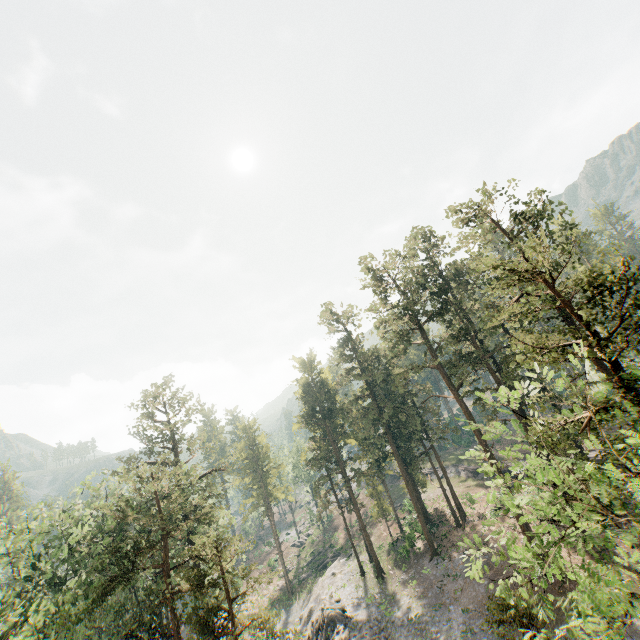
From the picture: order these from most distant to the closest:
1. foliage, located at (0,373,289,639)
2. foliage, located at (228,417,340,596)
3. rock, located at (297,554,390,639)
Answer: foliage, located at (228,417,340,596), rock, located at (297,554,390,639), foliage, located at (0,373,289,639)

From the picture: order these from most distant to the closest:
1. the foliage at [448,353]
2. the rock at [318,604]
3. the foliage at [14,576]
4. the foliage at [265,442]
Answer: the foliage at [265,442] → the rock at [318,604] → the foliage at [14,576] → the foliage at [448,353]

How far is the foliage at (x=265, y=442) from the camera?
51.2m

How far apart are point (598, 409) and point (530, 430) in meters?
2.9

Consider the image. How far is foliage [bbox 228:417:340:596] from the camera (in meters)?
51.16

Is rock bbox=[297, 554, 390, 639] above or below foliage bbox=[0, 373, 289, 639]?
below

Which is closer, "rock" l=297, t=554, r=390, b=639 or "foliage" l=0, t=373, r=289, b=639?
"foliage" l=0, t=373, r=289, b=639
